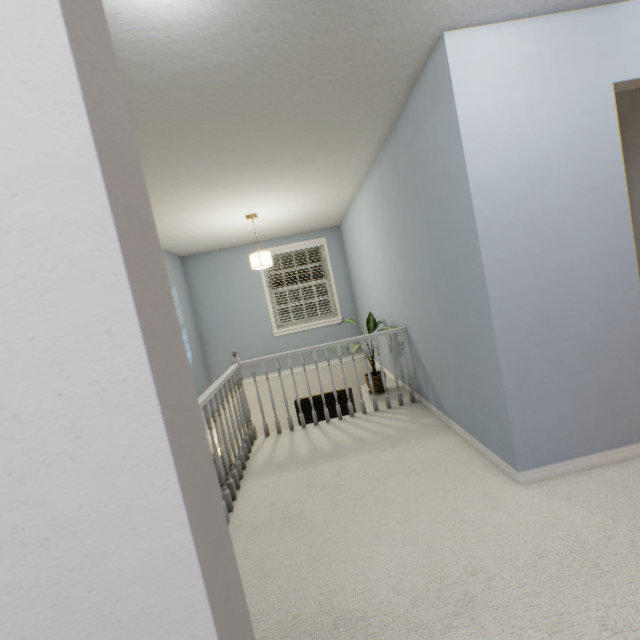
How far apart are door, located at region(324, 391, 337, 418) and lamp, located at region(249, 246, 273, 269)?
2.8m

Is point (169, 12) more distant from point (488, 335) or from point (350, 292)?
point (350, 292)

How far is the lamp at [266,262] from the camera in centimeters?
407cm

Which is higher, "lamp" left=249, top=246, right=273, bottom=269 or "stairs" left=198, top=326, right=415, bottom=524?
"lamp" left=249, top=246, right=273, bottom=269

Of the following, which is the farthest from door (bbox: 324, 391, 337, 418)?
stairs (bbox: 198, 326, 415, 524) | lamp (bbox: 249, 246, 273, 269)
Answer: lamp (bbox: 249, 246, 273, 269)

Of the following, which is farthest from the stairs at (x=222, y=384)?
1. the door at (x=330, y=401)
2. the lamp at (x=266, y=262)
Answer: the lamp at (x=266, y=262)

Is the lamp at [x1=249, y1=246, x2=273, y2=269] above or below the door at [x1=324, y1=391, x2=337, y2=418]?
above

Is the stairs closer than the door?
Yes
